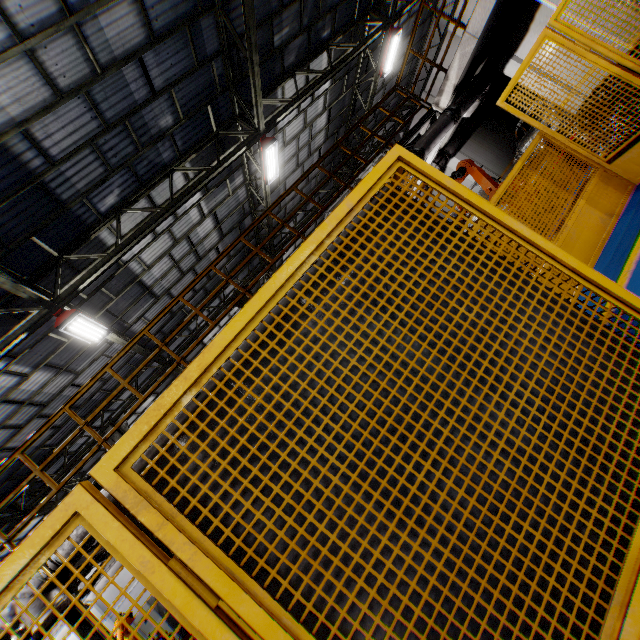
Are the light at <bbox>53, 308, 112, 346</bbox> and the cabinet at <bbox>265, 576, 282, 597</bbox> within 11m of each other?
yes

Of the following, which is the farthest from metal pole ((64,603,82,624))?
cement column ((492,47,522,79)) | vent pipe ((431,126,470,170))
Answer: cement column ((492,47,522,79))

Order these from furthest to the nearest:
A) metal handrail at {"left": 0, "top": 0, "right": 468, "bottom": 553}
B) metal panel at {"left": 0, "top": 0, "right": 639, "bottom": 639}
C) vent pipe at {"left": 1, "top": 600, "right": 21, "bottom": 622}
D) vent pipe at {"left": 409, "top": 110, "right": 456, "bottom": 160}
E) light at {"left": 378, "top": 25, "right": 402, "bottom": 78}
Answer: light at {"left": 378, "top": 25, "right": 402, "bottom": 78}
vent pipe at {"left": 409, "top": 110, "right": 456, "bottom": 160}
metal handrail at {"left": 0, "top": 0, "right": 468, "bottom": 553}
vent pipe at {"left": 1, "top": 600, "right": 21, "bottom": 622}
metal panel at {"left": 0, "top": 0, "right": 639, "bottom": 639}

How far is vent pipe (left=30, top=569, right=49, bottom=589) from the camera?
4.8m

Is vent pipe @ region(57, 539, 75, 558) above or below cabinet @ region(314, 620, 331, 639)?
above

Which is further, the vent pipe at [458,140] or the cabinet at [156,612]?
the vent pipe at [458,140]

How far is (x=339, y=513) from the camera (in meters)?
1.27

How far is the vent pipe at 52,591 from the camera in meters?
4.9 m
